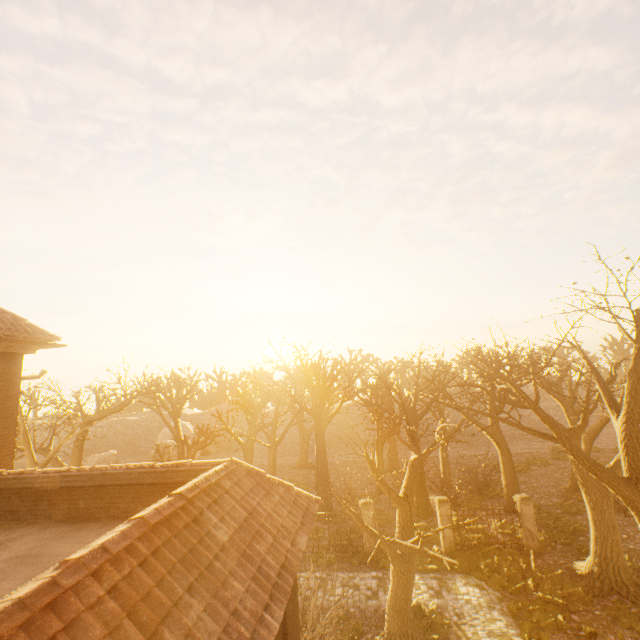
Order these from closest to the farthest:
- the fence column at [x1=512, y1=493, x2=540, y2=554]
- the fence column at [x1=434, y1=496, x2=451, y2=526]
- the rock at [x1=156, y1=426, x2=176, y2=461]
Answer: the fence column at [x1=512, y1=493, x2=540, y2=554]
the fence column at [x1=434, y1=496, x2=451, y2=526]
the rock at [x1=156, y1=426, x2=176, y2=461]

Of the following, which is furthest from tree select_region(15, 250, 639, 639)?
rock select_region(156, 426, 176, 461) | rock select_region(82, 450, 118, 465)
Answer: rock select_region(82, 450, 118, 465)

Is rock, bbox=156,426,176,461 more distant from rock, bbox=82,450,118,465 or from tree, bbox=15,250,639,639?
tree, bbox=15,250,639,639

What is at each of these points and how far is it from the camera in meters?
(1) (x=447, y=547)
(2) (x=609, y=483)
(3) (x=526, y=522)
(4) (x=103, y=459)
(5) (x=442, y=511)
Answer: (1) fence column, 16.2 m
(2) tree, 9.3 m
(3) fence column, 16.0 m
(4) rock, 37.5 m
(5) fence column, 16.6 m

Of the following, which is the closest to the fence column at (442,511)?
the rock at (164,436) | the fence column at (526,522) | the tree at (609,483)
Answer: the fence column at (526,522)

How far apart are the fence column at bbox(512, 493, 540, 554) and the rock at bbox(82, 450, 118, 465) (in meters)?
39.60

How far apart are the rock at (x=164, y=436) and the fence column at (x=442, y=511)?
29.87m

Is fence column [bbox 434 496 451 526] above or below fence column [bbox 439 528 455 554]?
above
